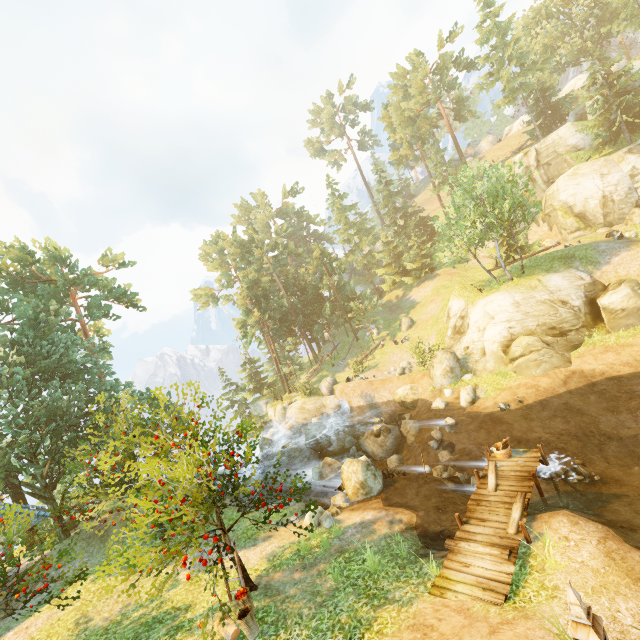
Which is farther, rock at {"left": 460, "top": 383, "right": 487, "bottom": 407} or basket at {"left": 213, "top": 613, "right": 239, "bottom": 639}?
rock at {"left": 460, "top": 383, "right": 487, "bottom": 407}

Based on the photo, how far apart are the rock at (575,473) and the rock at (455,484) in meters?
3.8

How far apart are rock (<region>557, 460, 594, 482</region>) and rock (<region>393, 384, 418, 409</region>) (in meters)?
11.06

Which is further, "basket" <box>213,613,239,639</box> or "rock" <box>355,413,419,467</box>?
"rock" <box>355,413,419,467</box>

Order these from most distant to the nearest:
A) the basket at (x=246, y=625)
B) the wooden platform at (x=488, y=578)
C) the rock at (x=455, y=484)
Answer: the rock at (x=455, y=484), the basket at (x=246, y=625), the wooden platform at (x=488, y=578)

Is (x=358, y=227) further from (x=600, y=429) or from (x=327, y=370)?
(x=600, y=429)

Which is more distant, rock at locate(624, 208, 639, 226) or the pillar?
rock at locate(624, 208, 639, 226)

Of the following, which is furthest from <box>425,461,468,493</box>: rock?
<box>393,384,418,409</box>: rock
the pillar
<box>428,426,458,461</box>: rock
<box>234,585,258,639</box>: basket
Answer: the pillar
